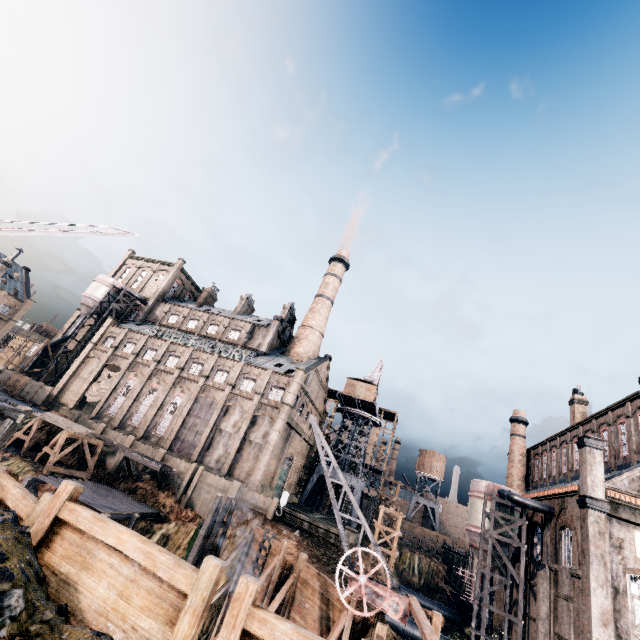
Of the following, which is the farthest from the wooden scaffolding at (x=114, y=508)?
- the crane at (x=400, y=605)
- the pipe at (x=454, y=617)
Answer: the pipe at (x=454, y=617)

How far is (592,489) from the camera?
23.9 meters

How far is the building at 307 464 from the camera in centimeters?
5226cm

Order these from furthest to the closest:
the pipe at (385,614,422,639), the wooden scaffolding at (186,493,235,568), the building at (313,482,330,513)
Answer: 1. the building at (313,482,330,513)
2. the pipe at (385,614,422,639)
3. the wooden scaffolding at (186,493,235,568)

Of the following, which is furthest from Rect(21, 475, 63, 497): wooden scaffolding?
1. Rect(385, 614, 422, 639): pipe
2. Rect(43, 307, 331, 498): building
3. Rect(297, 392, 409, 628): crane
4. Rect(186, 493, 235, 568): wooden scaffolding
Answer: Rect(385, 614, 422, 639): pipe

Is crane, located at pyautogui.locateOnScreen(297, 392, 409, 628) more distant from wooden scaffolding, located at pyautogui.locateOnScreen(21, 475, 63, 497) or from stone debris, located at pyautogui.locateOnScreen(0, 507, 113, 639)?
wooden scaffolding, located at pyautogui.locateOnScreen(21, 475, 63, 497)

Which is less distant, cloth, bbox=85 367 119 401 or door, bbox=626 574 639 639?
door, bbox=626 574 639 639

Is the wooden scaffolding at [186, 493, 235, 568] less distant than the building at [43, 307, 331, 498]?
Yes
